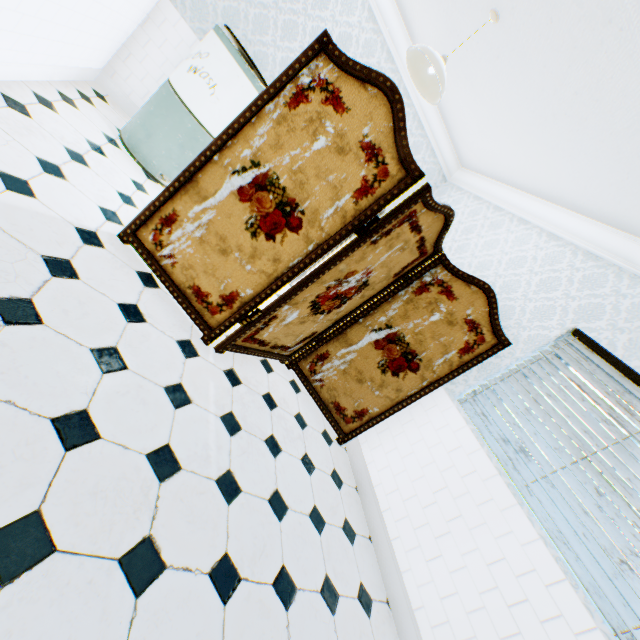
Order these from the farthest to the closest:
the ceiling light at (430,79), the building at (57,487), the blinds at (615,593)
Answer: the ceiling light at (430,79), the blinds at (615,593), the building at (57,487)

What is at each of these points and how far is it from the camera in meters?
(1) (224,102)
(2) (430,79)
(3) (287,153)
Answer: (1) washing machine, 3.1
(2) ceiling light, 2.8
(3) folding screen, 2.0

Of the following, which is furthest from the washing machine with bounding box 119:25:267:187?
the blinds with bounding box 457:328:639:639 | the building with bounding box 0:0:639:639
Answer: the blinds with bounding box 457:328:639:639

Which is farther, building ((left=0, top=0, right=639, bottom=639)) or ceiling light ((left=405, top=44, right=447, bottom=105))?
ceiling light ((left=405, top=44, right=447, bottom=105))

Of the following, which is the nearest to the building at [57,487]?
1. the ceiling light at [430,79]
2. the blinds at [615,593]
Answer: the blinds at [615,593]

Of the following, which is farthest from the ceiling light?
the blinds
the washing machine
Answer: the blinds

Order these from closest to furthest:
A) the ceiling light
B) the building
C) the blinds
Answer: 1. the building
2. the blinds
3. the ceiling light

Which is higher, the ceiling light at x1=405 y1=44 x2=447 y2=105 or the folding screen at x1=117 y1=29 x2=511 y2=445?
the ceiling light at x1=405 y1=44 x2=447 y2=105
